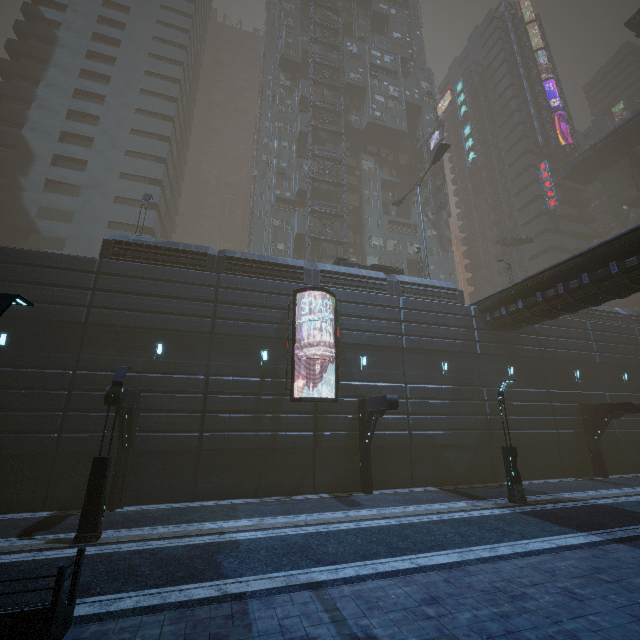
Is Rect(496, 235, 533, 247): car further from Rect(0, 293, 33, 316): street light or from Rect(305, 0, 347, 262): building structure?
Rect(0, 293, 33, 316): street light

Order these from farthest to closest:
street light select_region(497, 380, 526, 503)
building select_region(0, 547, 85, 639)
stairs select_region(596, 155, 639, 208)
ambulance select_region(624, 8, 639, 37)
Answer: stairs select_region(596, 155, 639, 208) → ambulance select_region(624, 8, 639, 37) → street light select_region(497, 380, 526, 503) → building select_region(0, 547, 85, 639)

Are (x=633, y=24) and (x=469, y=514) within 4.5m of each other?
no

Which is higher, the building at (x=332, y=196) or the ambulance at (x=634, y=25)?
the ambulance at (x=634, y=25)

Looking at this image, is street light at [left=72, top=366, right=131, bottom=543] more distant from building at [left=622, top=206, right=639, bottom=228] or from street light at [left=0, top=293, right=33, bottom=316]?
street light at [left=0, top=293, right=33, bottom=316]

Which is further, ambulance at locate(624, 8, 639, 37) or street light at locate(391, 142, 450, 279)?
ambulance at locate(624, 8, 639, 37)

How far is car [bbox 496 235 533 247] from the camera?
41.46m

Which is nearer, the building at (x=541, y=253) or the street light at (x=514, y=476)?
the street light at (x=514, y=476)
